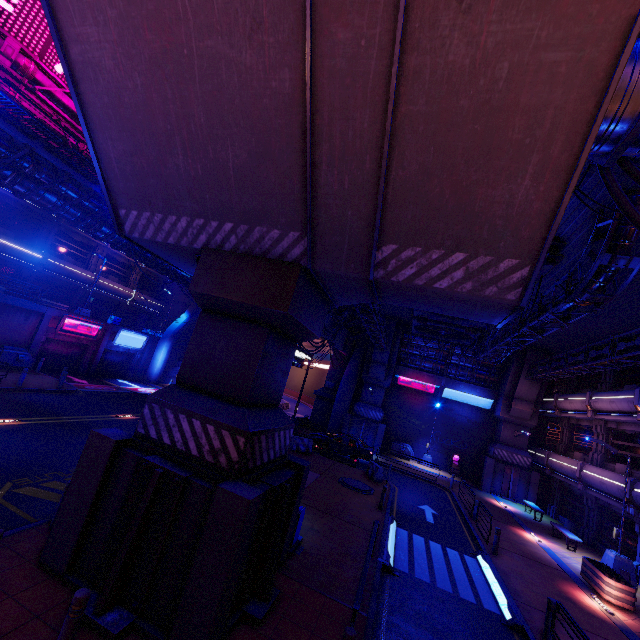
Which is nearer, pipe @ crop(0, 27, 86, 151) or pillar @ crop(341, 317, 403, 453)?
pipe @ crop(0, 27, 86, 151)

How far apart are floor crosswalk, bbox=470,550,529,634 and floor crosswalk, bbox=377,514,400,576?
2.94m

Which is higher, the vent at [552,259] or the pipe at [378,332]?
the vent at [552,259]

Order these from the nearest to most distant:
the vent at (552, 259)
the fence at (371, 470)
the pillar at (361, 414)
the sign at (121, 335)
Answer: the vent at (552, 259) → the fence at (371, 470) → the sign at (121, 335) → the pillar at (361, 414)

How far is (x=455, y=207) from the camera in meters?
5.5 m

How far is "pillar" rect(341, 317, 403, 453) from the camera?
30.48m

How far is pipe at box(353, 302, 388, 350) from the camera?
17.8 meters

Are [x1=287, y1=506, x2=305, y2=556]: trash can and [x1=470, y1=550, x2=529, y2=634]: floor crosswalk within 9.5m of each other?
yes
